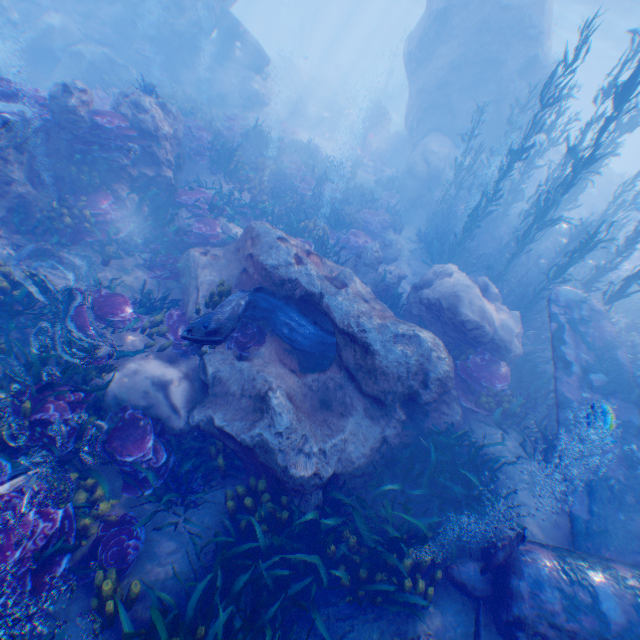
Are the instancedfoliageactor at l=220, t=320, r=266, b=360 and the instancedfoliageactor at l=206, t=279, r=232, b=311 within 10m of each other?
yes

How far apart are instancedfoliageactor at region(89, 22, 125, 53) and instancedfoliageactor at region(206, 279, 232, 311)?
17.3 meters

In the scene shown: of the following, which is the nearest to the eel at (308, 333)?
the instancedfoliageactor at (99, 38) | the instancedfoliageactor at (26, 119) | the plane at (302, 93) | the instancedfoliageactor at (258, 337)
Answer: the instancedfoliageactor at (258, 337)

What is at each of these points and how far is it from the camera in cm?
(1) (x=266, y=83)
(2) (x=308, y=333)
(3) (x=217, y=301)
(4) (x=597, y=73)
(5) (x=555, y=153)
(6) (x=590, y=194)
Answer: (1) rock, 2038
(2) eel, 728
(3) instancedfoliageactor, 696
(4) light, 5097
(5) rock, 2220
(6) rock, 2117

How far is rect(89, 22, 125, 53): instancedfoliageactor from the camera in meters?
15.9 m

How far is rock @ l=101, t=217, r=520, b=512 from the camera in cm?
576

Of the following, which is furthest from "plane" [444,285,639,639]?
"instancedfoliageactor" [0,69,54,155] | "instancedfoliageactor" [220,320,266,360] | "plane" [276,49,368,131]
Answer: → "plane" [276,49,368,131]

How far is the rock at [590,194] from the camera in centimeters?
2137cm
